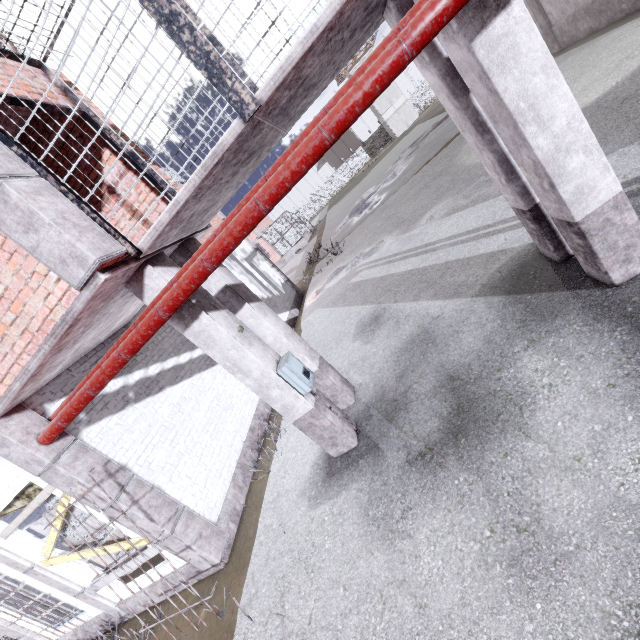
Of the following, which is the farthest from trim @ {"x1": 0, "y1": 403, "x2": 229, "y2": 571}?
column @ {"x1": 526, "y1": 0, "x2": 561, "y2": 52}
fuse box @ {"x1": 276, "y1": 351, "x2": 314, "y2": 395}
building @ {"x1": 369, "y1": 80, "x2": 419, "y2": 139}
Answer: building @ {"x1": 369, "y1": 80, "x2": 419, "y2": 139}

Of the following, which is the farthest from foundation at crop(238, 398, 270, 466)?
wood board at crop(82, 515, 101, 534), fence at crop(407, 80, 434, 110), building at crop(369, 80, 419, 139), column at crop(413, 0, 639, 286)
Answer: building at crop(369, 80, 419, 139)

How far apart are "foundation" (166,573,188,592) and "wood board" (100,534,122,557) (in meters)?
0.32

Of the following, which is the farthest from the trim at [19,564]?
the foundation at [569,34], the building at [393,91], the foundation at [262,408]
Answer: the building at [393,91]

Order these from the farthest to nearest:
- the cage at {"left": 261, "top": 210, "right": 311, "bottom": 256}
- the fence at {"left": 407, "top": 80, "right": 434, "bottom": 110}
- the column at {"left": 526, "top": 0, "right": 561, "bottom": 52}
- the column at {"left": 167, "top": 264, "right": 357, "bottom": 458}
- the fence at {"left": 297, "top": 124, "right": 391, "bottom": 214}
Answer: the fence at {"left": 297, "top": 124, "right": 391, "bottom": 214}
the fence at {"left": 407, "top": 80, "right": 434, "bottom": 110}
the cage at {"left": 261, "top": 210, "right": 311, "bottom": 256}
the column at {"left": 526, "top": 0, "right": 561, "bottom": 52}
the column at {"left": 167, "top": 264, "right": 357, "bottom": 458}

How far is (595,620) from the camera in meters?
2.1

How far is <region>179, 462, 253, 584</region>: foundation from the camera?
5.4 meters

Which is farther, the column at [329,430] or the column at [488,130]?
the column at [329,430]
